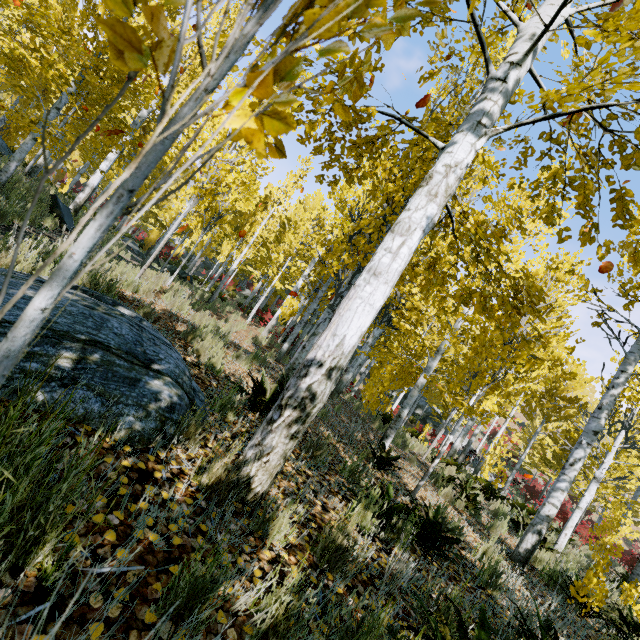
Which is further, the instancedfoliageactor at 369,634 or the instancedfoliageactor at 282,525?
the instancedfoliageactor at 282,525

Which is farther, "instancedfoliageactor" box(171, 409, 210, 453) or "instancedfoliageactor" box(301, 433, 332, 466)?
"instancedfoliageactor" box(301, 433, 332, 466)

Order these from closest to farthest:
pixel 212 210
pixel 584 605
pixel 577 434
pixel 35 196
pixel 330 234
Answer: pixel 35 196 → pixel 584 605 → pixel 330 234 → pixel 212 210 → pixel 577 434

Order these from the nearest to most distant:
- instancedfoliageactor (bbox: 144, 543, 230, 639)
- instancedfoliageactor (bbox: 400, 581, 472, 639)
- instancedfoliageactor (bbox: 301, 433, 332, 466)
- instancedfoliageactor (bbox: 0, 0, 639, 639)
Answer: instancedfoliageactor (bbox: 0, 0, 639, 639) < instancedfoliageactor (bbox: 144, 543, 230, 639) < instancedfoliageactor (bbox: 400, 581, 472, 639) < instancedfoliageactor (bbox: 301, 433, 332, 466)

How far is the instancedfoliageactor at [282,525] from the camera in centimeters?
197cm

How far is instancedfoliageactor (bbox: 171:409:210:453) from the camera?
2.3m
